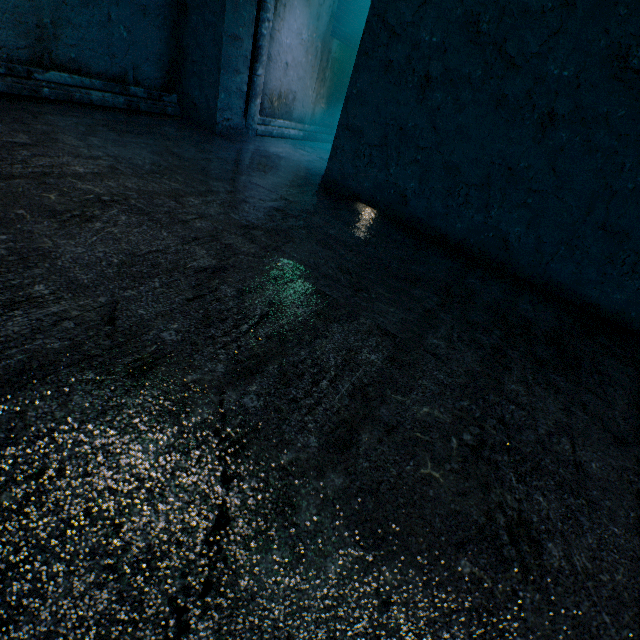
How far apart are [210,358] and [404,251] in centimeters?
171cm
